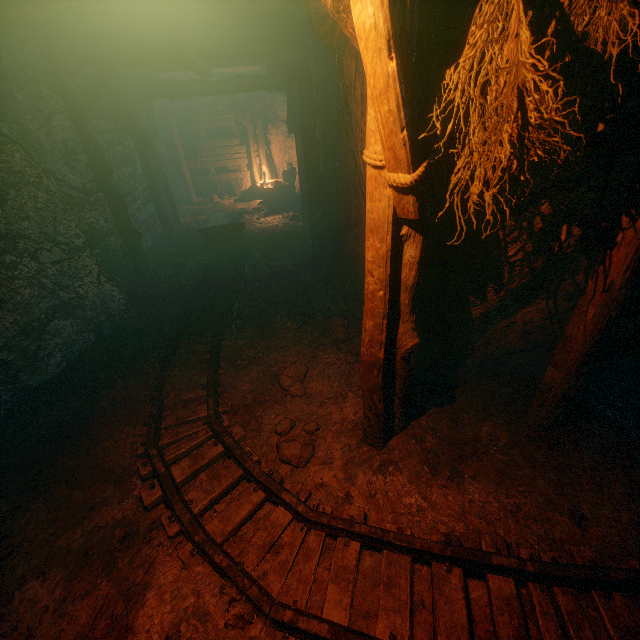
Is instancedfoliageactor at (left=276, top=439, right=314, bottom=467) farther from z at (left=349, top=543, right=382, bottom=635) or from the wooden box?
the wooden box

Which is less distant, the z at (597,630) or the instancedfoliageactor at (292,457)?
the z at (597,630)

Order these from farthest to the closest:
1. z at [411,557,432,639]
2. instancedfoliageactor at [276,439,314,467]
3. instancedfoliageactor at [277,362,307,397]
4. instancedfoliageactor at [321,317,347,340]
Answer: instancedfoliageactor at [321,317,347,340] < instancedfoliageactor at [277,362,307,397] < instancedfoliageactor at [276,439,314,467] < z at [411,557,432,639]

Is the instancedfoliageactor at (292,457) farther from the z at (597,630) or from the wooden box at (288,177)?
the wooden box at (288,177)

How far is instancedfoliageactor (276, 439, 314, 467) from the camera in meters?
3.6 m

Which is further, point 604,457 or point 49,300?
point 49,300

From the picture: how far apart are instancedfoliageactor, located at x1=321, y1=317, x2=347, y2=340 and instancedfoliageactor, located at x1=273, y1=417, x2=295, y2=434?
1.59m
